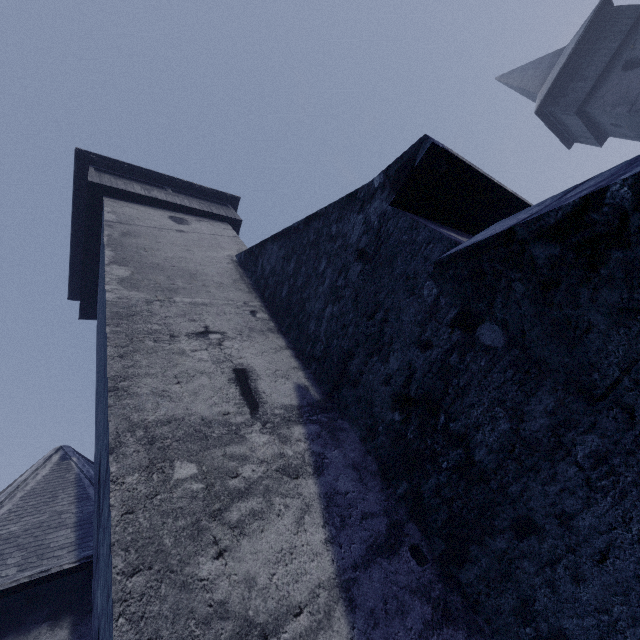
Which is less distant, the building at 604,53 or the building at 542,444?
the building at 542,444

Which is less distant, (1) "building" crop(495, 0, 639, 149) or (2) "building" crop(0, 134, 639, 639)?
(2) "building" crop(0, 134, 639, 639)

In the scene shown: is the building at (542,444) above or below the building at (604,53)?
below

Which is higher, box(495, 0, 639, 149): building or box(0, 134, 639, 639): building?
box(495, 0, 639, 149): building

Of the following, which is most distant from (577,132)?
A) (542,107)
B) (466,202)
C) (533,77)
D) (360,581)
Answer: (360,581)
